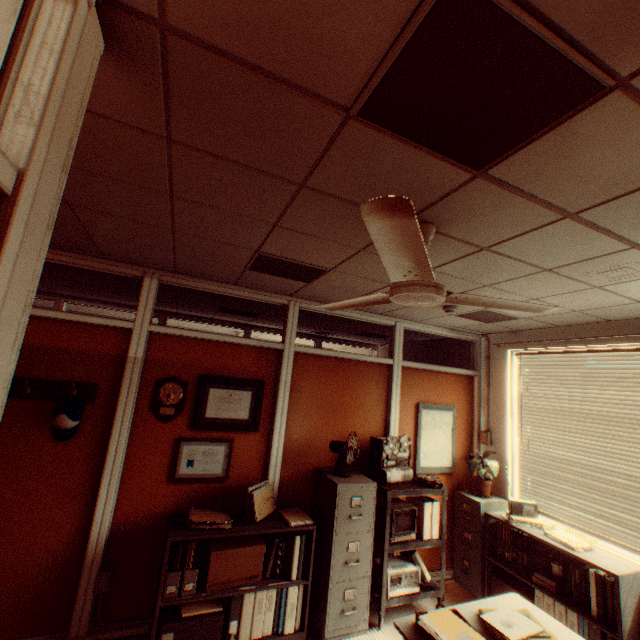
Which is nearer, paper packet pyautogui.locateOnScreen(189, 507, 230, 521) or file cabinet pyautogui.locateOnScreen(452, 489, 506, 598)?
paper packet pyautogui.locateOnScreen(189, 507, 230, 521)

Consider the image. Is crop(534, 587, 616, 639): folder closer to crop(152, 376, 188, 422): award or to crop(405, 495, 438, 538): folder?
crop(405, 495, 438, 538): folder

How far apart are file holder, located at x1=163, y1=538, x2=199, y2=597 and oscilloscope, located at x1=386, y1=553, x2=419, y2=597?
2.01m

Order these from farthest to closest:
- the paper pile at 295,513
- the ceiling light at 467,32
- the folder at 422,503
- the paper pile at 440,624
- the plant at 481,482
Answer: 1. the plant at 481,482
2. the folder at 422,503
3. the paper pile at 295,513
4. the paper pile at 440,624
5. the ceiling light at 467,32

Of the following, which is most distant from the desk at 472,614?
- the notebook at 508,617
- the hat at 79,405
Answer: the hat at 79,405

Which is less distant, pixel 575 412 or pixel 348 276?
pixel 348 276

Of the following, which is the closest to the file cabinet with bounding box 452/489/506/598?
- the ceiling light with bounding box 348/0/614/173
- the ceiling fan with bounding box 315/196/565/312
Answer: the ceiling fan with bounding box 315/196/565/312

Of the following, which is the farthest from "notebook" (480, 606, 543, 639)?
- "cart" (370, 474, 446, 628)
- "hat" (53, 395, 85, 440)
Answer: "hat" (53, 395, 85, 440)
